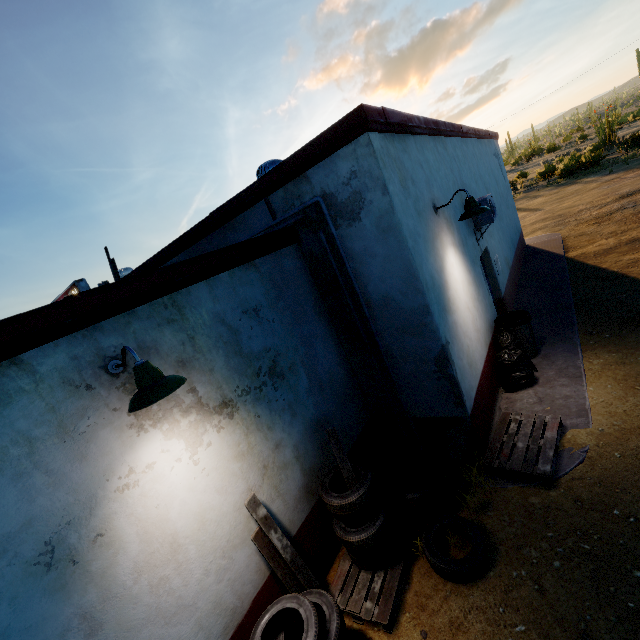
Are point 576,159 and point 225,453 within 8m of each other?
no

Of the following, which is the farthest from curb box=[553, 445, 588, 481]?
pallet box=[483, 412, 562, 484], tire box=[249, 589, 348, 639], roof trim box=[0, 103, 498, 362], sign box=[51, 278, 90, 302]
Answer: sign box=[51, 278, 90, 302]

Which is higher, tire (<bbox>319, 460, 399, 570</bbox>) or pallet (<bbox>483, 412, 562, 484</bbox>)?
tire (<bbox>319, 460, 399, 570</bbox>)

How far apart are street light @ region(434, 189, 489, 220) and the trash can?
2.6m

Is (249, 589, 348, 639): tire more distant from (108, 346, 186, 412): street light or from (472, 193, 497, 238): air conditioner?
(472, 193, 497, 238): air conditioner

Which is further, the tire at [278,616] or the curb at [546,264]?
the curb at [546,264]

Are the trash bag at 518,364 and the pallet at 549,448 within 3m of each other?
yes

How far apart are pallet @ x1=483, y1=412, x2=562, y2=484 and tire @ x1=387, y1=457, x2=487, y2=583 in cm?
67
